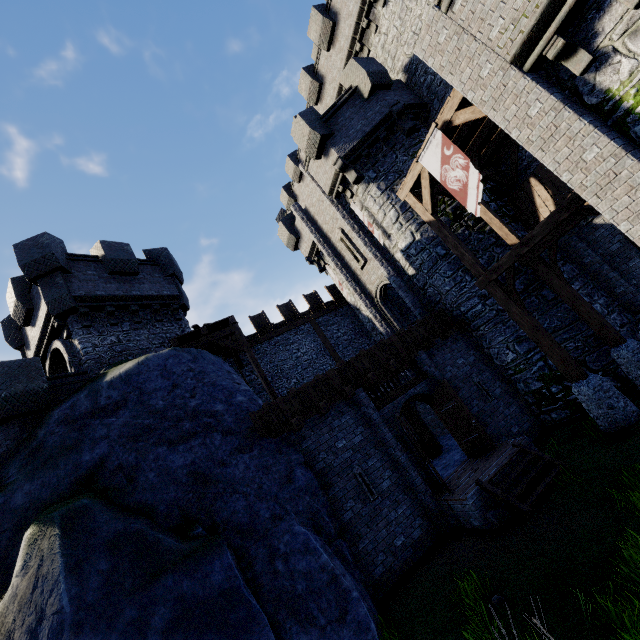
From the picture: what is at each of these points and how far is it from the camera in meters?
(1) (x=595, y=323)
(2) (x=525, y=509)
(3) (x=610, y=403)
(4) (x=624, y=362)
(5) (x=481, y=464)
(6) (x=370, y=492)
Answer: (1) wooden post, 10.6
(2) stairs, 7.6
(3) stone base, 8.5
(4) stone base, 10.1
(5) wooden platform, 9.9
(6) window slit, 9.4

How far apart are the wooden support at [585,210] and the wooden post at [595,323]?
3.7m

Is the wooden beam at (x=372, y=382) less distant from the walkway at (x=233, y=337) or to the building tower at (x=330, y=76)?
the walkway at (x=233, y=337)

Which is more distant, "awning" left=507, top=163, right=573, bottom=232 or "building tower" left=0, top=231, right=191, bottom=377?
"building tower" left=0, top=231, right=191, bottom=377

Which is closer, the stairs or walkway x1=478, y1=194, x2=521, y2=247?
the stairs

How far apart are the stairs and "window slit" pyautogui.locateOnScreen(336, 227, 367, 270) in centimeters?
1055cm

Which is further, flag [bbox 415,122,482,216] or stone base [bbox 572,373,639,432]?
→ flag [bbox 415,122,482,216]

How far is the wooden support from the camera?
7.5m
